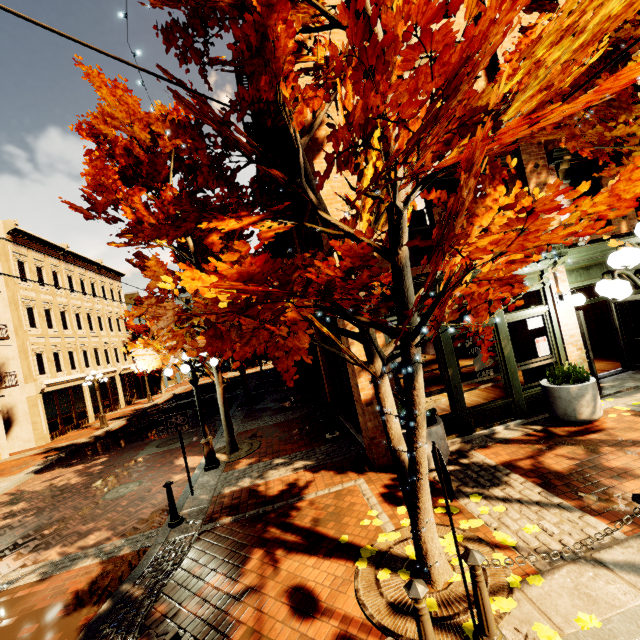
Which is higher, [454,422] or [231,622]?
[454,422]

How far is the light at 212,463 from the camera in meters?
8.8 m

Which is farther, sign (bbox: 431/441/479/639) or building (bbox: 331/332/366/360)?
building (bbox: 331/332/366/360)

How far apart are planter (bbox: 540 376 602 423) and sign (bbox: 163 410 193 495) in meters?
8.4 m

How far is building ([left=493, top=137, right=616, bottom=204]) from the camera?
7.89m

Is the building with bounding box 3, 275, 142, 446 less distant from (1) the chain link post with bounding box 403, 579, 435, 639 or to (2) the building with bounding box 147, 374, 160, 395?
(2) the building with bounding box 147, 374, 160, 395

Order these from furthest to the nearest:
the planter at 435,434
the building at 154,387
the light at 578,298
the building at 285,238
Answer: the building at 154,387, the building at 285,238, the light at 578,298, the planter at 435,434

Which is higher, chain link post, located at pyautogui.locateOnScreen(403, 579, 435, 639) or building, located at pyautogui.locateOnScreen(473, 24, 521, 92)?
building, located at pyautogui.locateOnScreen(473, 24, 521, 92)
